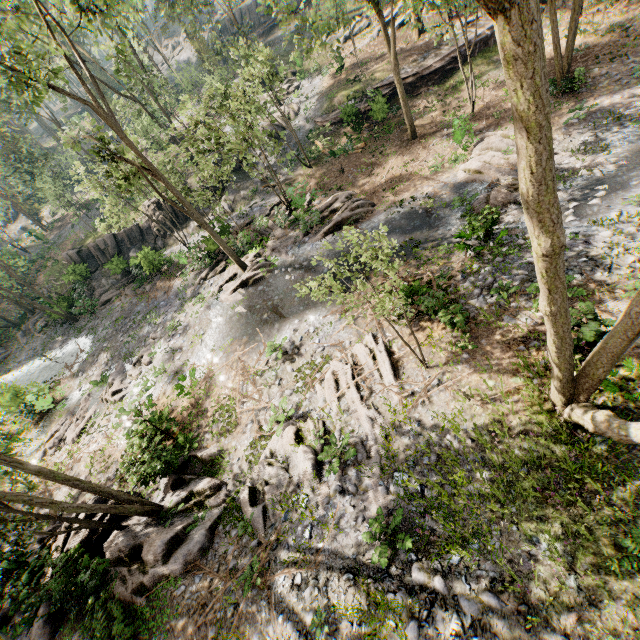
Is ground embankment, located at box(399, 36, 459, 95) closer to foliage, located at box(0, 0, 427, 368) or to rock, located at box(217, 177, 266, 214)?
foliage, located at box(0, 0, 427, 368)

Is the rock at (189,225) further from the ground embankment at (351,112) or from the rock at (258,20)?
the rock at (258,20)

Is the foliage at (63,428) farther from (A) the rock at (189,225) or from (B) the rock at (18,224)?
(B) the rock at (18,224)

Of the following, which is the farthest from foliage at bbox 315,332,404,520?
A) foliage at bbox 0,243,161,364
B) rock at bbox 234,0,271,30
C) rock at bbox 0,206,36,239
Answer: rock at bbox 0,206,36,239

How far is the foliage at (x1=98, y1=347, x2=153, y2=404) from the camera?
19.3m

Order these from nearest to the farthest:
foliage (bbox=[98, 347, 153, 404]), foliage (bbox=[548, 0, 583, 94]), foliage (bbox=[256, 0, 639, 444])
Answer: foliage (bbox=[256, 0, 639, 444]), foliage (bbox=[548, 0, 583, 94]), foliage (bbox=[98, 347, 153, 404])

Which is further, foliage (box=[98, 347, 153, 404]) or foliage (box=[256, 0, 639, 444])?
foliage (box=[98, 347, 153, 404])

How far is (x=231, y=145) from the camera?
16.9m
